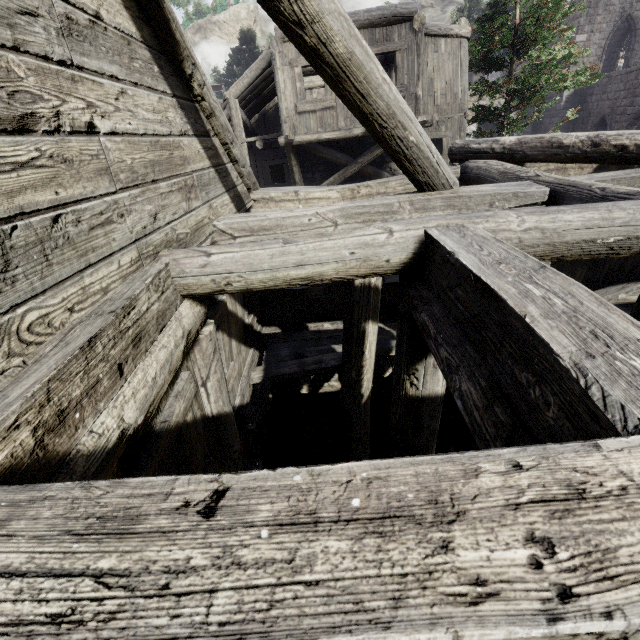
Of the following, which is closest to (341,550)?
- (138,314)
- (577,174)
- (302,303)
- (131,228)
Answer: (138,314)
